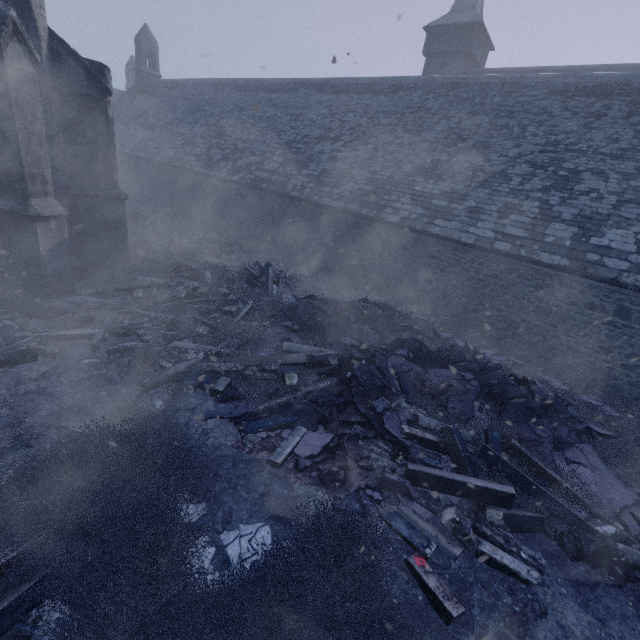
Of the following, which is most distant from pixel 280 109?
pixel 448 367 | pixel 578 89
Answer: pixel 448 367

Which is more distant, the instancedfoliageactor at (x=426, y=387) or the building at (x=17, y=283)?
the building at (x=17, y=283)

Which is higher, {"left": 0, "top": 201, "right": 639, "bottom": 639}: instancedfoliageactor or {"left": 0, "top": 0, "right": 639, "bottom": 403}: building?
{"left": 0, "top": 0, "right": 639, "bottom": 403}: building

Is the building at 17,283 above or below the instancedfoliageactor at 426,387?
above

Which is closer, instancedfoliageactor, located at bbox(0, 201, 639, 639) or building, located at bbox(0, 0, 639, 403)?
instancedfoliageactor, located at bbox(0, 201, 639, 639)
